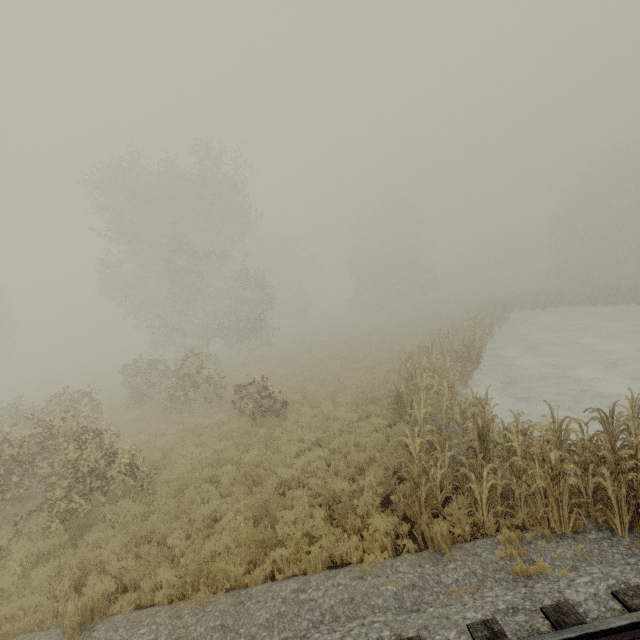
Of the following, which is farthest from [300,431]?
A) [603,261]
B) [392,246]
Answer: [603,261]
